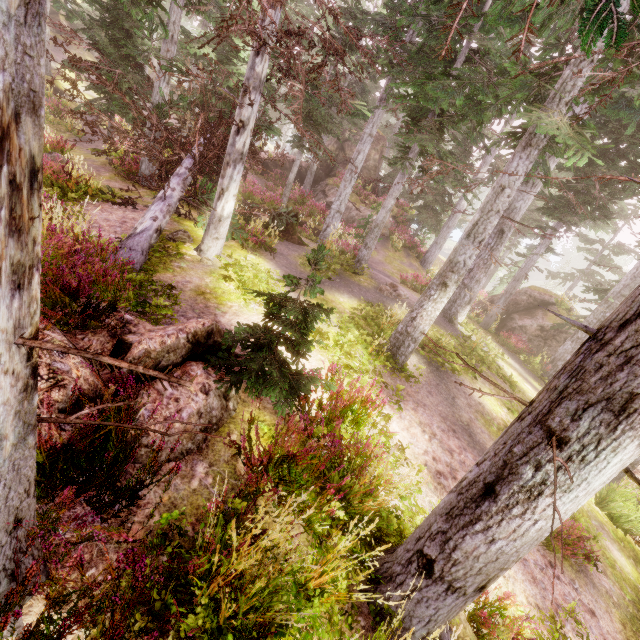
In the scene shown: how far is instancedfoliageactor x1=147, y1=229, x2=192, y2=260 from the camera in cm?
730

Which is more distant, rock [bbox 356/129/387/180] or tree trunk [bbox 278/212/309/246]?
rock [bbox 356/129/387/180]

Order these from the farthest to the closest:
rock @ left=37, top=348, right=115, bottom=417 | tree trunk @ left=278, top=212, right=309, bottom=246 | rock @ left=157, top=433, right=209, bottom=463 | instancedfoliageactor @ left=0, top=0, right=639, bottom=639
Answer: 1. tree trunk @ left=278, top=212, right=309, bottom=246
2. rock @ left=157, top=433, right=209, bottom=463
3. rock @ left=37, top=348, right=115, bottom=417
4. instancedfoliageactor @ left=0, top=0, right=639, bottom=639

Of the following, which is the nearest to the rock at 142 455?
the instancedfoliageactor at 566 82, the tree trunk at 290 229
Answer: the instancedfoliageactor at 566 82

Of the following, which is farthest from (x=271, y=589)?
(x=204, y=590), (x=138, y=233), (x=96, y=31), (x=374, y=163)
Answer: → (x=374, y=163)

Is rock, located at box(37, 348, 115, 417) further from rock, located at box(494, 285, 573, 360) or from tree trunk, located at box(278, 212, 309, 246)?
rock, located at box(494, 285, 573, 360)

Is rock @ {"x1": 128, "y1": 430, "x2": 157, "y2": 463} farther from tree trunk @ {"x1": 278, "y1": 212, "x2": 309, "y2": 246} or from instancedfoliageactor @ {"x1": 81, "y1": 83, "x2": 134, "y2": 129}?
tree trunk @ {"x1": 278, "y1": 212, "x2": 309, "y2": 246}

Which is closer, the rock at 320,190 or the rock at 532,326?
the rock at 532,326
